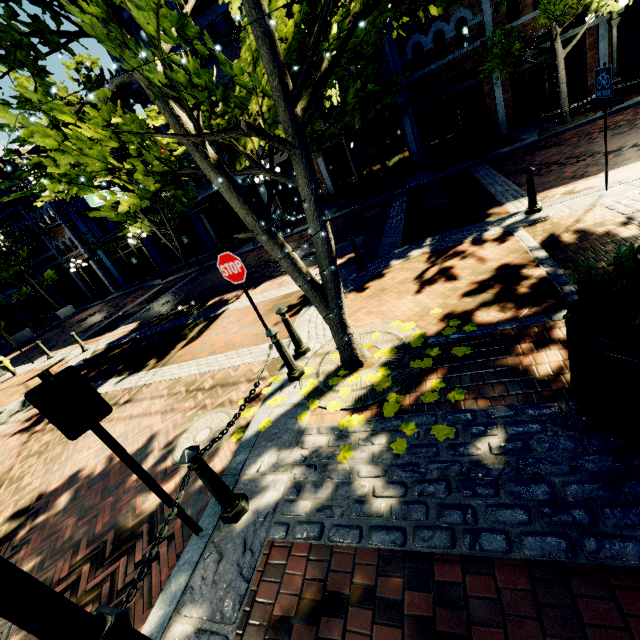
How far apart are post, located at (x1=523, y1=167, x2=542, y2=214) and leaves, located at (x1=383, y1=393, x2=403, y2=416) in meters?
5.3 m

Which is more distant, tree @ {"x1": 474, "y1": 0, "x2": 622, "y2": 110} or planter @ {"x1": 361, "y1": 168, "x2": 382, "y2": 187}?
planter @ {"x1": 361, "y1": 168, "x2": 382, "y2": 187}

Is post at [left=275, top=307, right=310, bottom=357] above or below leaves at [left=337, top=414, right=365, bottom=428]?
above

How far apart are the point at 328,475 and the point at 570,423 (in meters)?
2.12

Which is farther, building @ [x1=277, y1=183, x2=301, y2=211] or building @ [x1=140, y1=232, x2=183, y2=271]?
building @ [x1=140, y1=232, x2=183, y2=271]

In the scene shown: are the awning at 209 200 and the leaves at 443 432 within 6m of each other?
no

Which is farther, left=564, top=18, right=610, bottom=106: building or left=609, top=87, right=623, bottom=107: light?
left=564, top=18, right=610, bottom=106: building

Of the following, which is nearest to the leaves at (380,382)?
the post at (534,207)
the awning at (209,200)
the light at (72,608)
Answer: the light at (72,608)
